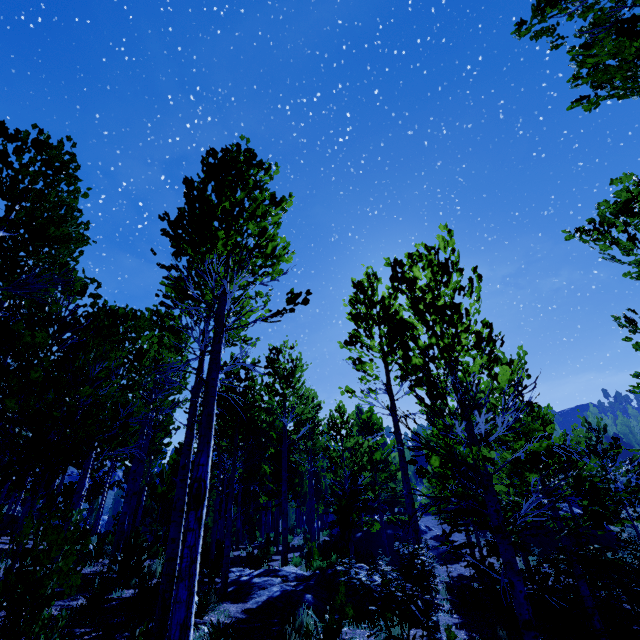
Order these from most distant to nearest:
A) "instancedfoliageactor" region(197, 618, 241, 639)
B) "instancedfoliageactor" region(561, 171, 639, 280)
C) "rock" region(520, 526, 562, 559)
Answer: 1. "rock" region(520, 526, 562, 559)
2. "instancedfoliageactor" region(561, 171, 639, 280)
3. "instancedfoliageactor" region(197, 618, 241, 639)

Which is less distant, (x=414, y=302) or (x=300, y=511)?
(x=414, y=302)

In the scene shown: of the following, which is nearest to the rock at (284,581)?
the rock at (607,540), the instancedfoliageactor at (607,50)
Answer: the instancedfoliageactor at (607,50)

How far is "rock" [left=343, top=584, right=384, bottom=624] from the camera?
7.6m

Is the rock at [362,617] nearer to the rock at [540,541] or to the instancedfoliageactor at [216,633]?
the instancedfoliageactor at [216,633]

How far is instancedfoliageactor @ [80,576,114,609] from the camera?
6.4m

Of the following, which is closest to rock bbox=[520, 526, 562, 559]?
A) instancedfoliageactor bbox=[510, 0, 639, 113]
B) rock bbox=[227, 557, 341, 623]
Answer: instancedfoliageactor bbox=[510, 0, 639, 113]
